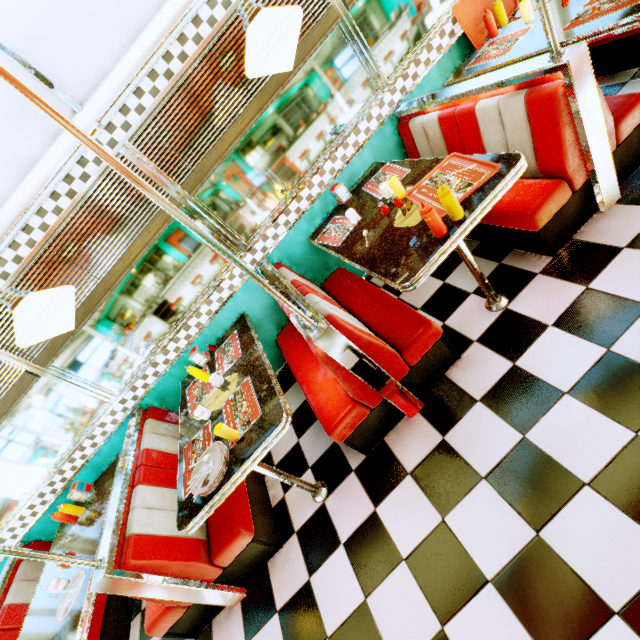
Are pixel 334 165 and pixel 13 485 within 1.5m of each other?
no

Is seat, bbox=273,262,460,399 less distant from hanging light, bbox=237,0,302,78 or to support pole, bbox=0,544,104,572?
hanging light, bbox=237,0,302,78

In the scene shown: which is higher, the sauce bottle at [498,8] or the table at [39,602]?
the sauce bottle at [498,8]

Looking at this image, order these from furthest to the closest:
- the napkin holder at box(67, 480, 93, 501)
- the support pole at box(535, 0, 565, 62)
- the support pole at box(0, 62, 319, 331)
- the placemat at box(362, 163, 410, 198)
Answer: the napkin holder at box(67, 480, 93, 501)
the placemat at box(362, 163, 410, 198)
the support pole at box(535, 0, 565, 62)
the support pole at box(0, 62, 319, 331)

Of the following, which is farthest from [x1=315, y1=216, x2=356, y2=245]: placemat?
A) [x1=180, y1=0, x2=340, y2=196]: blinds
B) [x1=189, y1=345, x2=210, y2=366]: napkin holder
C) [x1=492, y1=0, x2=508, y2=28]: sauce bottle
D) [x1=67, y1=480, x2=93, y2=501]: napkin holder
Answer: [x1=67, y1=480, x2=93, y2=501]: napkin holder

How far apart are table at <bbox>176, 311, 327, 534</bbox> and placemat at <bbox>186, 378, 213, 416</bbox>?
0.01m

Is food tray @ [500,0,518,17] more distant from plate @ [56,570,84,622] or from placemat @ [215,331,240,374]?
plate @ [56,570,84,622]

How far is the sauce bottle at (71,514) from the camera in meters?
3.0
